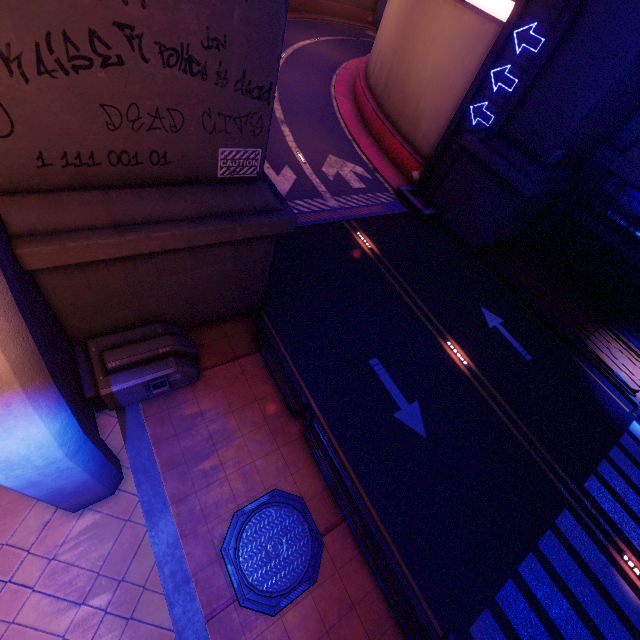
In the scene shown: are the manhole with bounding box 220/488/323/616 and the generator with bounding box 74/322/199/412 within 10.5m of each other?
yes

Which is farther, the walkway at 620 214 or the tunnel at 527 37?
the walkway at 620 214

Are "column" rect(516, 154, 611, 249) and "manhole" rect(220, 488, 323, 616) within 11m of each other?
no

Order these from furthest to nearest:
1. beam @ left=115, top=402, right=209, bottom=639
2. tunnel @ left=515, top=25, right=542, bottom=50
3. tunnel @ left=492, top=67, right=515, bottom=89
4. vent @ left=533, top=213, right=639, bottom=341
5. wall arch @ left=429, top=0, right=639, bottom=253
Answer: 1. vent @ left=533, top=213, right=639, bottom=341
2. tunnel @ left=492, top=67, right=515, bottom=89
3. tunnel @ left=515, top=25, right=542, bottom=50
4. wall arch @ left=429, top=0, right=639, bottom=253
5. beam @ left=115, top=402, right=209, bottom=639

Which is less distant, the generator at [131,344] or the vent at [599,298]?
the generator at [131,344]

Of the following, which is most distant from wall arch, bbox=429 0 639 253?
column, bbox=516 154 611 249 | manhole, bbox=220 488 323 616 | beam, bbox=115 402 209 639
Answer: manhole, bbox=220 488 323 616

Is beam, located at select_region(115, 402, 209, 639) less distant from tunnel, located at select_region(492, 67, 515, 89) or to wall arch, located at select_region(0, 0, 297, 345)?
A: wall arch, located at select_region(0, 0, 297, 345)

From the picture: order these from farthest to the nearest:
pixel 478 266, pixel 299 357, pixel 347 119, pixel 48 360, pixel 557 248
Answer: pixel 347 119 < pixel 557 248 < pixel 478 266 < pixel 299 357 < pixel 48 360
